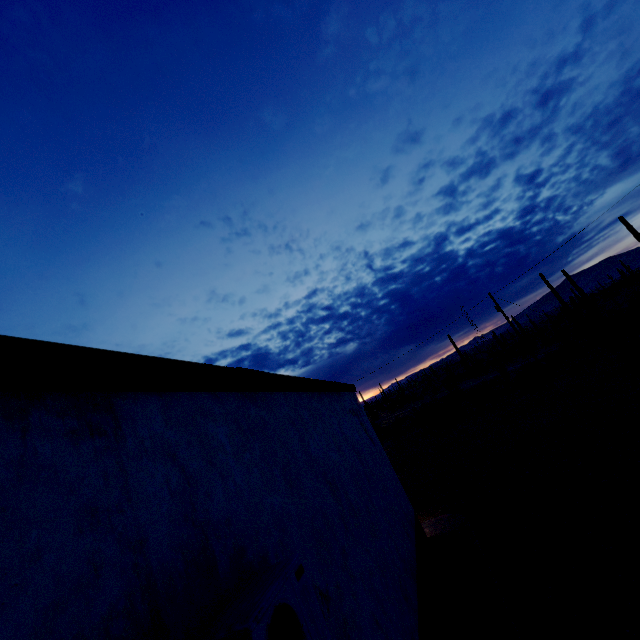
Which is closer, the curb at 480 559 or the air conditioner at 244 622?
the air conditioner at 244 622

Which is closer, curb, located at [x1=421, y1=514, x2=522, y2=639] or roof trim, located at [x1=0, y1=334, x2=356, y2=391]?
roof trim, located at [x1=0, y1=334, x2=356, y2=391]

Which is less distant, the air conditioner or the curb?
the air conditioner

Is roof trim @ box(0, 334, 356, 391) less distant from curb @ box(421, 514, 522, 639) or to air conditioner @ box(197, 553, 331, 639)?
air conditioner @ box(197, 553, 331, 639)

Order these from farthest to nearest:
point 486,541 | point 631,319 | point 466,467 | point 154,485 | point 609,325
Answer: point 609,325 → point 631,319 → point 466,467 → point 486,541 → point 154,485

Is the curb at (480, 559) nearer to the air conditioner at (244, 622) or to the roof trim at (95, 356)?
the air conditioner at (244, 622)

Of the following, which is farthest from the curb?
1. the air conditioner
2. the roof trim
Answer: the roof trim
